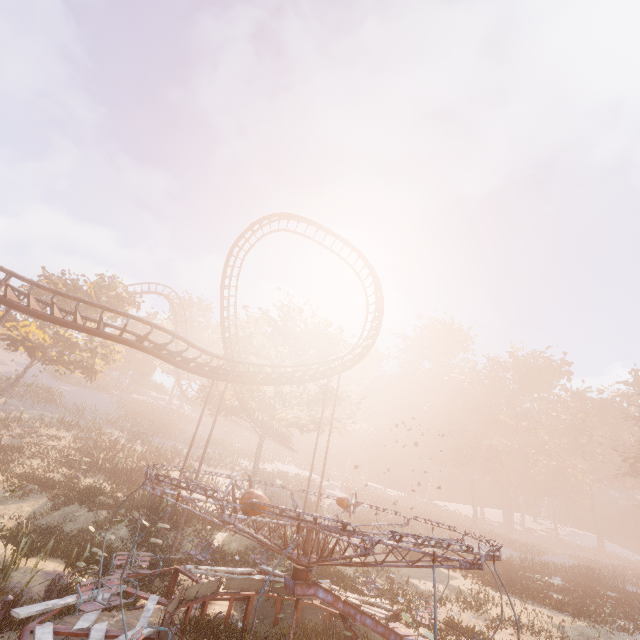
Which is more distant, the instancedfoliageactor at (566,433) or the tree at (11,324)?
the tree at (11,324)

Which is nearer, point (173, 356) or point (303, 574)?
point (303, 574)

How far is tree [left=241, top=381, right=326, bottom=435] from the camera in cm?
2877

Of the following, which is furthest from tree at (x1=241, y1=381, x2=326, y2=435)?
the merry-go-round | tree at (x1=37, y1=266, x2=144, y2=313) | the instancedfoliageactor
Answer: the instancedfoliageactor

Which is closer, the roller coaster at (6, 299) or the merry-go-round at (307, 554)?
the merry-go-round at (307, 554)

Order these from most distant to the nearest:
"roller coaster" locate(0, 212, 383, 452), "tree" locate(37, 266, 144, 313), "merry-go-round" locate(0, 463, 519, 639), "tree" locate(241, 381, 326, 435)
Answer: "tree" locate(37, 266, 144, 313)
"tree" locate(241, 381, 326, 435)
"roller coaster" locate(0, 212, 383, 452)
"merry-go-round" locate(0, 463, 519, 639)

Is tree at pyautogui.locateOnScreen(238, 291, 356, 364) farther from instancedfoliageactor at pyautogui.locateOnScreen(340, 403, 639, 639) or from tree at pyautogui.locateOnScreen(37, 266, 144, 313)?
instancedfoliageactor at pyautogui.locateOnScreen(340, 403, 639, 639)

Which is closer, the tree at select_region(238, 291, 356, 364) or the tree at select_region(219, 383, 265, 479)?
the tree at select_region(219, 383, 265, 479)
